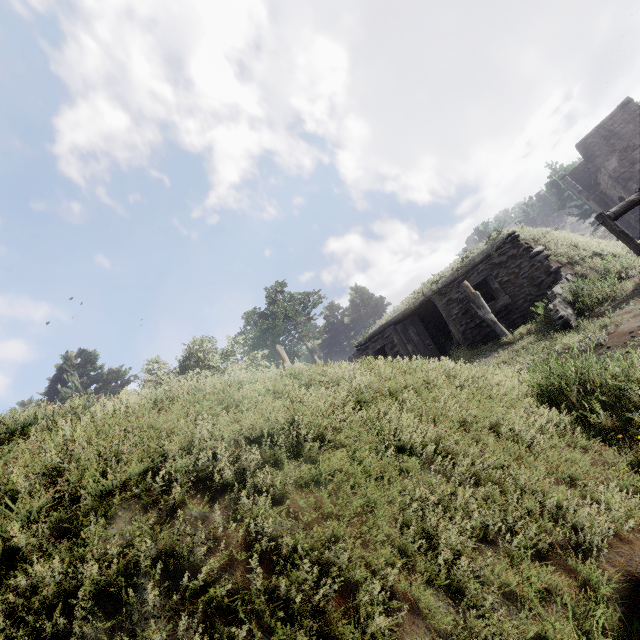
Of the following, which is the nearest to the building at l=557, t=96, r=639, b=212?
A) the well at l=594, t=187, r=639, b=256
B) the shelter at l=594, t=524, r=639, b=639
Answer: the well at l=594, t=187, r=639, b=256

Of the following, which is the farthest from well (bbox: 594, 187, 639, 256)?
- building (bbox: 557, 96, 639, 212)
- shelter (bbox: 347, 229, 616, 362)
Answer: building (bbox: 557, 96, 639, 212)

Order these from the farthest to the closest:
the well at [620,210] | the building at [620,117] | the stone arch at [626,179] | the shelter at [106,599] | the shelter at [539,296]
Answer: the building at [620,117] < the stone arch at [626,179] < the shelter at [539,296] < the well at [620,210] < the shelter at [106,599]

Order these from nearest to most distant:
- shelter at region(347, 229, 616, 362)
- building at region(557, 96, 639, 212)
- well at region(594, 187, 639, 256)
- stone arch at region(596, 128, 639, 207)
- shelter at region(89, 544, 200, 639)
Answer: shelter at region(89, 544, 200, 639), well at region(594, 187, 639, 256), shelter at region(347, 229, 616, 362), stone arch at region(596, 128, 639, 207), building at region(557, 96, 639, 212)

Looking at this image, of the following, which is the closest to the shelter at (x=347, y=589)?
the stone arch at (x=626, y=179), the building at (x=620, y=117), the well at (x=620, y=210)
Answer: the well at (x=620, y=210)

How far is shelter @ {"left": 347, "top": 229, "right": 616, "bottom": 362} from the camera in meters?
9.9 m

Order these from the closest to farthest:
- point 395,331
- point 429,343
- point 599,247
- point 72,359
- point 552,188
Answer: point 599,247
point 429,343
point 395,331
point 72,359
point 552,188

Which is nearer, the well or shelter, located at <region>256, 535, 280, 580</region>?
shelter, located at <region>256, 535, 280, 580</region>
